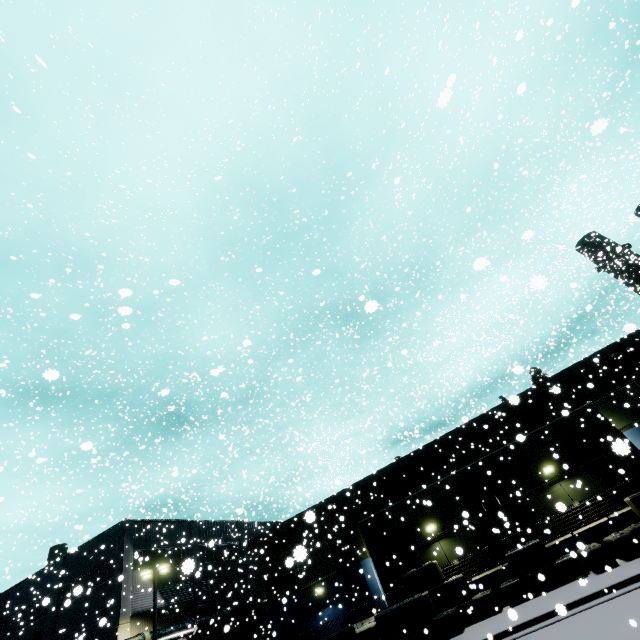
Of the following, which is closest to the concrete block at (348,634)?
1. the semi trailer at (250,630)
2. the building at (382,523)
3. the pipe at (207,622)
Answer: the building at (382,523)

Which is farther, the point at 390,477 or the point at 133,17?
the point at 390,477

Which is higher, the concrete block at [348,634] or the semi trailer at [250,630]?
the semi trailer at [250,630]

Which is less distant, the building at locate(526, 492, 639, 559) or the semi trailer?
the semi trailer

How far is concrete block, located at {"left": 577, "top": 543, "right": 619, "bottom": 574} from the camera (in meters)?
13.91

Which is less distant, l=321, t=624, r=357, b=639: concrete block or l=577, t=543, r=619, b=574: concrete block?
l=577, t=543, r=619, b=574: concrete block
